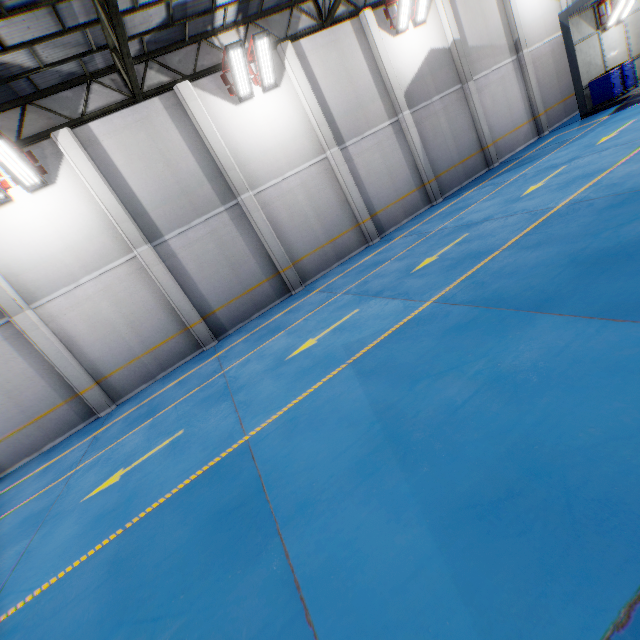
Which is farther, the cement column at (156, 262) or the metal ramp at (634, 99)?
the metal ramp at (634, 99)

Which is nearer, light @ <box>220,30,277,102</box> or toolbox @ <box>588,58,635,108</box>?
light @ <box>220,30,277,102</box>

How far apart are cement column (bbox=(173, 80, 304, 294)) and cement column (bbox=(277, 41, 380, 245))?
3.5m

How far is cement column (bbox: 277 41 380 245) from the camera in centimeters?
1177cm

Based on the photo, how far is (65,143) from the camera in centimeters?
962cm

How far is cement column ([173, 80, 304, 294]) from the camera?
10.7 meters

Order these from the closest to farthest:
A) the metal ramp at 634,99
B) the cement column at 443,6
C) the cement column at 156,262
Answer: the cement column at 156,262
the metal ramp at 634,99
the cement column at 443,6

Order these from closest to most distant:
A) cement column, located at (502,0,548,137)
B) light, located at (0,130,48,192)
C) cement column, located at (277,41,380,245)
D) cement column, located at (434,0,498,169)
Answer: light, located at (0,130,48,192) → cement column, located at (277,41,380,245) → cement column, located at (434,0,498,169) → cement column, located at (502,0,548,137)
